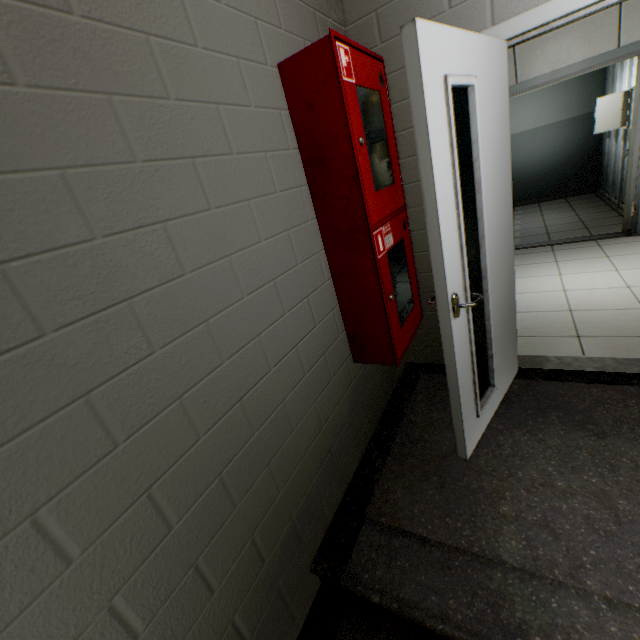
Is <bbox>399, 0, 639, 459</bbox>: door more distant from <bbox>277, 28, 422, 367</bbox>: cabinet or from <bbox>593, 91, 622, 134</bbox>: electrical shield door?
<bbox>593, 91, 622, 134</bbox>: electrical shield door

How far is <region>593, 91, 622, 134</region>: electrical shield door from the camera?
4.8 meters

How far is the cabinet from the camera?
1.41m

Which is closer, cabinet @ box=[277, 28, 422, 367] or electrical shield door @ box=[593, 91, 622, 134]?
cabinet @ box=[277, 28, 422, 367]

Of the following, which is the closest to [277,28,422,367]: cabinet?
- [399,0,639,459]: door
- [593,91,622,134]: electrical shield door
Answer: [399,0,639,459]: door

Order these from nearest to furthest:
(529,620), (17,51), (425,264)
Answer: (17,51)
(529,620)
(425,264)

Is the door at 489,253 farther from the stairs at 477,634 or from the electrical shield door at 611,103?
the electrical shield door at 611,103

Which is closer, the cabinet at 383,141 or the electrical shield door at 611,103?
the cabinet at 383,141
